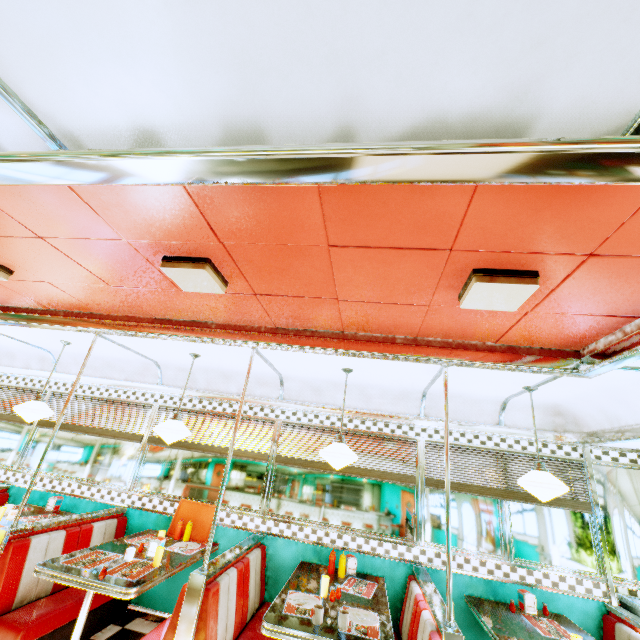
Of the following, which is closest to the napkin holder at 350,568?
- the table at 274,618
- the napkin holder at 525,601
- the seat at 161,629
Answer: the table at 274,618

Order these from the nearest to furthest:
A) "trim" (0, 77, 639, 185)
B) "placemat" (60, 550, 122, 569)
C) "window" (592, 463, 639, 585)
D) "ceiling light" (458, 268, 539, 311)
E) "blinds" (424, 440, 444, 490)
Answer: "trim" (0, 77, 639, 185)
"ceiling light" (458, 268, 539, 311)
"placemat" (60, 550, 122, 569)
"window" (592, 463, 639, 585)
"blinds" (424, 440, 444, 490)

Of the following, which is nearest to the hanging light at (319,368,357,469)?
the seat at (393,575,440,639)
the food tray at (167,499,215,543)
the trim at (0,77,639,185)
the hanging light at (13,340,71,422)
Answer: the trim at (0,77,639,185)

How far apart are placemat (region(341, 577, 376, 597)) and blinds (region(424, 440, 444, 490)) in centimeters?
122cm

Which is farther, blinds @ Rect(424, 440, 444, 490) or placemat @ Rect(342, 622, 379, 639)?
blinds @ Rect(424, 440, 444, 490)

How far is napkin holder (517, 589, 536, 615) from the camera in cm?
334

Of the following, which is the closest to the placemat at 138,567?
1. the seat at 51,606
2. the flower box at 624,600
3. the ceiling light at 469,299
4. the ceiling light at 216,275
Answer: the seat at 51,606

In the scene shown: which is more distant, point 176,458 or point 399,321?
point 176,458
